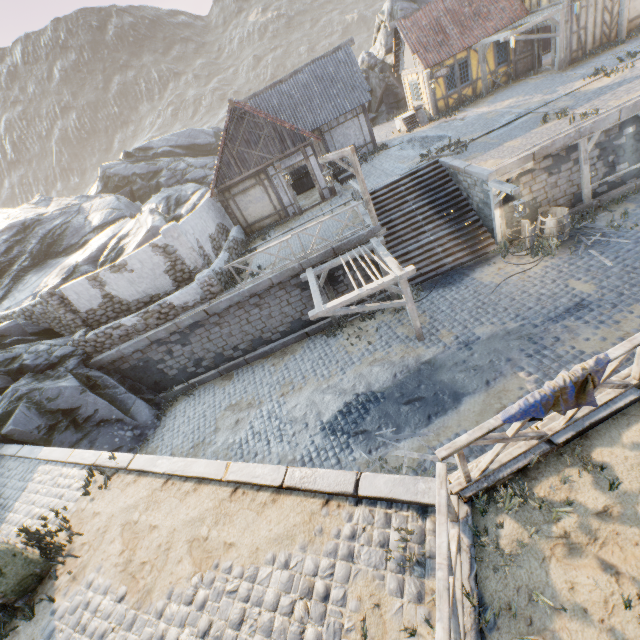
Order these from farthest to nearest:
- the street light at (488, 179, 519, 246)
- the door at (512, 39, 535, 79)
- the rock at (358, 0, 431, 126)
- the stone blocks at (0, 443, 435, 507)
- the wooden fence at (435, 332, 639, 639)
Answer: the rock at (358, 0, 431, 126) → the door at (512, 39, 535, 79) → the street light at (488, 179, 519, 246) → the stone blocks at (0, 443, 435, 507) → the wooden fence at (435, 332, 639, 639)

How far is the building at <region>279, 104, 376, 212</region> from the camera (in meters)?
16.42

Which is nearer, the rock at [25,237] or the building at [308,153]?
the building at [308,153]

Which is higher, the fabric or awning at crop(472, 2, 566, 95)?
awning at crop(472, 2, 566, 95)

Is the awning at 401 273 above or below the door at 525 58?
below

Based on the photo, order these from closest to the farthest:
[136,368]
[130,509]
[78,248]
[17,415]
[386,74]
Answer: [130,509]
[17,415]
[136,368]
[78,248]
[386,74]

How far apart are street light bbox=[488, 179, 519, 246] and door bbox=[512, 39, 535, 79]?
14.3m

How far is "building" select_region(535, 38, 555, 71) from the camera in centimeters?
1829cm
